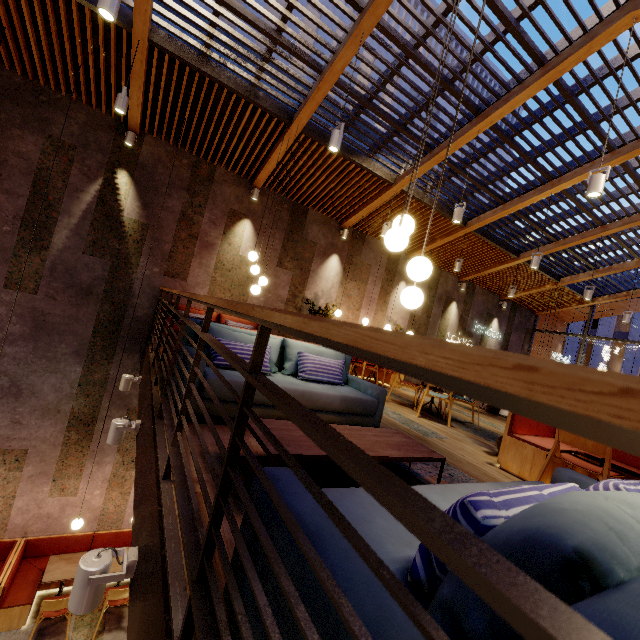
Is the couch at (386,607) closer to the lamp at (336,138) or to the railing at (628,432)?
the railing at (628,432)

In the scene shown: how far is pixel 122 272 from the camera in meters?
6.8 m

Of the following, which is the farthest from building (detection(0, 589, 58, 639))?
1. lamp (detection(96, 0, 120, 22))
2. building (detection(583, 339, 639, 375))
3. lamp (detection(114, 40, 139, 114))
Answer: building (detection(583, 339, 639, 375))

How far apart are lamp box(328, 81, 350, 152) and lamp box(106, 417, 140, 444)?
4.2m

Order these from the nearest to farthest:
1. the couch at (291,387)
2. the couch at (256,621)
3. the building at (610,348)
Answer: the couch at (256,621) < the couch at (291,387) < the building at (610,348)

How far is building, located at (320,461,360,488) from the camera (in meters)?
2.40

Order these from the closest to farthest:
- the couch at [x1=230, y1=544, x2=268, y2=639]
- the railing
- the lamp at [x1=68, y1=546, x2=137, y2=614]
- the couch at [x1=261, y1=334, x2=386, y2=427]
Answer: the railing → the couch at [x1=230, y1=544, x2=268, y2=639] → the lamp at [x1=68, y1=546, x2=137, y2=614] → the couch at [x1=261, y1=334, x2=386, y2=427]

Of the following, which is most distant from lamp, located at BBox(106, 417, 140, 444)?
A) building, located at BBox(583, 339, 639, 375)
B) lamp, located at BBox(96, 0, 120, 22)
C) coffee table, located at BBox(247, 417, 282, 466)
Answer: building, located at BBox(583, 339, 639, 375)
